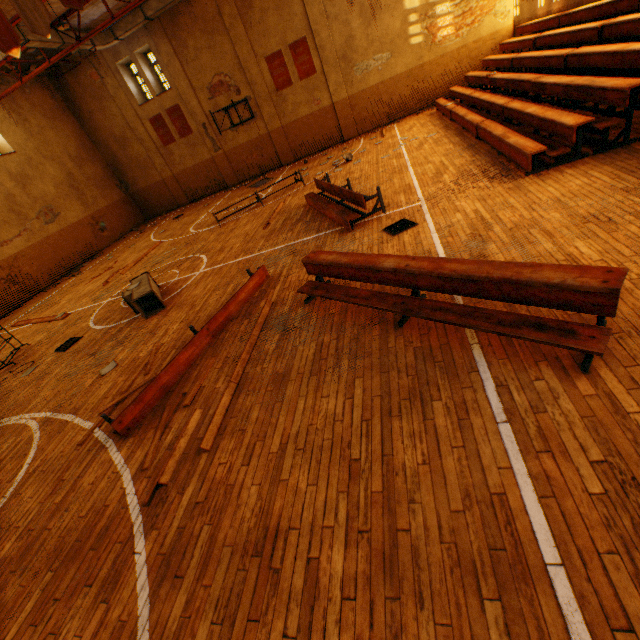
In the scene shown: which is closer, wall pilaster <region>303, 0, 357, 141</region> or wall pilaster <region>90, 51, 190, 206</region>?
wall pilaster <region>303, 0, 357, 141</region>

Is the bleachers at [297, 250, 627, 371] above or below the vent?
above

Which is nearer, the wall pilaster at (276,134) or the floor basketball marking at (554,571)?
the floor basketball marking at (554,571)

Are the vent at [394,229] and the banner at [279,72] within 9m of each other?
no

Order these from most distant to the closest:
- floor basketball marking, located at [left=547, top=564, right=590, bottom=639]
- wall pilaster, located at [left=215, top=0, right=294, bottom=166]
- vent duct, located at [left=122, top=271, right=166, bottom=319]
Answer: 1. wall pilaster, located at [left=215, top=0, right=294, bottom=166]
2. vent duct, located at [left=122, top=271, right=166, bottom=319]
3. floor basketball marking, located at [left=547, top=564, right=590, bottom=639]

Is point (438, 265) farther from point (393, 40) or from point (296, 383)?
point (393, 40)

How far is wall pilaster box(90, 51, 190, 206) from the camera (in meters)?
17.90

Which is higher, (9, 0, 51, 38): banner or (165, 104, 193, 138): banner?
(9, 0, 51, 38): banner
